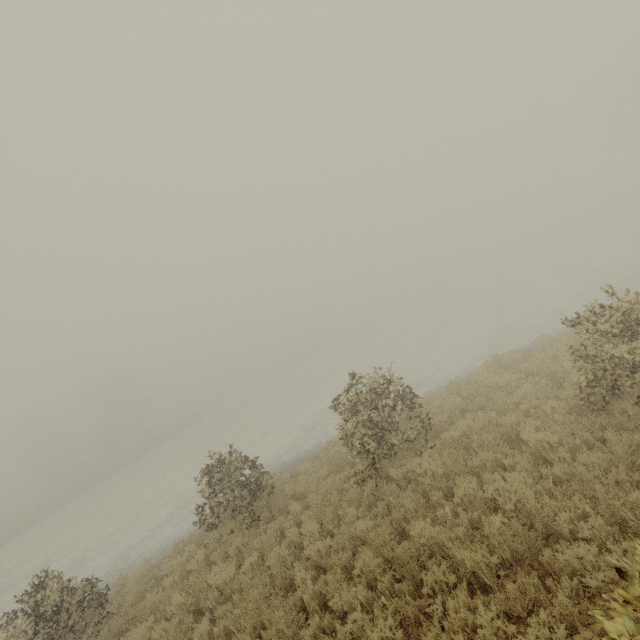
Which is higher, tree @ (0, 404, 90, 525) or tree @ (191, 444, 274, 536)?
tree @ (0, 404, 90, 525)

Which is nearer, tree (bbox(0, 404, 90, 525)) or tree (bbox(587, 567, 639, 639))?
tree (bbox(587, 567, 639, 639))

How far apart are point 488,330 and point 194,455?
25.3 meters

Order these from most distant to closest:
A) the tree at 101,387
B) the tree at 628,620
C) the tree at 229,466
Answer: the tree at 101,387, the tree at 229,466, the tree at 628,620

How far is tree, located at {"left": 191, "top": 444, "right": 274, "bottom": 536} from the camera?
9.73m

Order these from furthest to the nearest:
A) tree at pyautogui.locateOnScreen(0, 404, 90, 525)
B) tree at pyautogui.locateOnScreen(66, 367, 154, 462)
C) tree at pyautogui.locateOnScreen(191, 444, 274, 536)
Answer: tree at pyautogui.locateOnScreen(66, 367, 154, 462) → tree at pyautogui.locateOnScreen(0, 404, 90, 525) → tree at pyautogui.locateOnScreen(191, 444, 274, 536)

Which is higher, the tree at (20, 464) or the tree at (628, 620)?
the tree at (20, 464)

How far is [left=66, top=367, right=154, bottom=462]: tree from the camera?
51.0 meters
